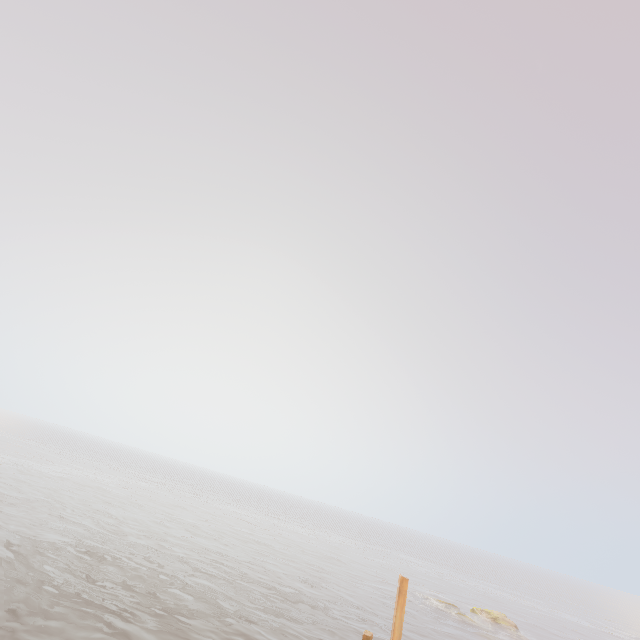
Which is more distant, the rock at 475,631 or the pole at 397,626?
the rock at 475,631

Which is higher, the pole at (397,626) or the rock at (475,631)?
the pole at (397,626)

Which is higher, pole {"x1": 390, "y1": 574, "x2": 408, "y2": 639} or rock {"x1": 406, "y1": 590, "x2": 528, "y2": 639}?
pole {"x1": 390, "y1": 574, "x2": 408, "y2": 639}

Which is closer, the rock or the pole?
the pole

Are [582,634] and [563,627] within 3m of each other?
yes
